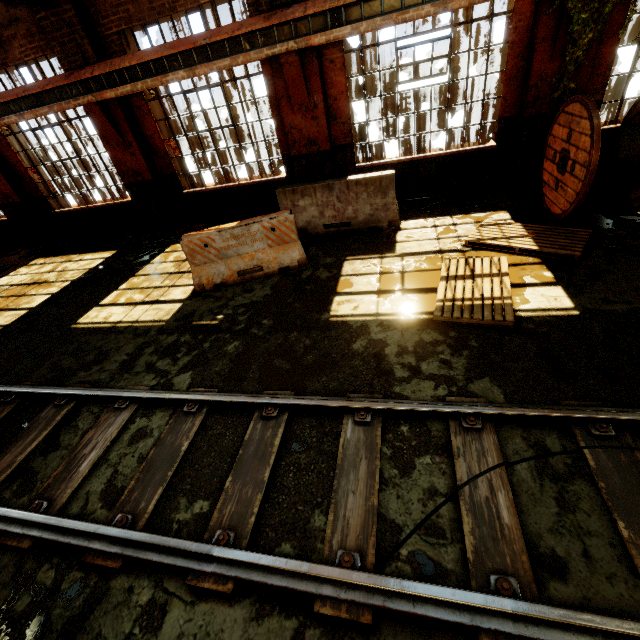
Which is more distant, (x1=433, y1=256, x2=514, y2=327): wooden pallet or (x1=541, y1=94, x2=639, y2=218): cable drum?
(x1=541, y1=94, x2=639, y2=218): cable drum

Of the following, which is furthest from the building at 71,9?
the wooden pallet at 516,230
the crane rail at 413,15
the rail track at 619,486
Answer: the rail track at 619,486

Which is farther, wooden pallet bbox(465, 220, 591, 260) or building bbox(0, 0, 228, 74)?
building bbox(0, 0, 228, 74)

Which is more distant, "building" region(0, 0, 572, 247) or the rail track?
"building" region(0, 0, 572, 247)

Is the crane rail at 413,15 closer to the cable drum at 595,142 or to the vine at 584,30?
the vine at 584,30

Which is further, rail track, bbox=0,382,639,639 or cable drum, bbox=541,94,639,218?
cable drum, bbox=541,94,639,218

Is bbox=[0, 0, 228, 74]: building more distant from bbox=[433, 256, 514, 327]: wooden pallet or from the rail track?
the rail track

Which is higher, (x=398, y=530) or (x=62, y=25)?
(x=62, y=25)
